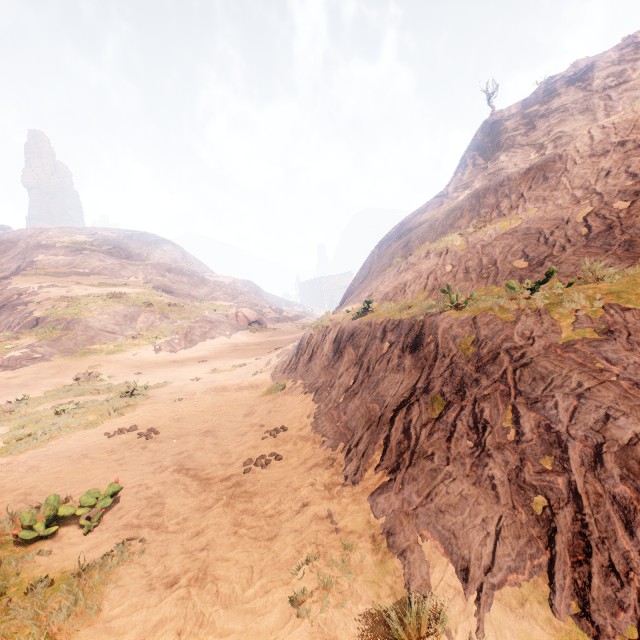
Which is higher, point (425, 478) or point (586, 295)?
point (586, 295)

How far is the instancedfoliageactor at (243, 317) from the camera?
40.47m

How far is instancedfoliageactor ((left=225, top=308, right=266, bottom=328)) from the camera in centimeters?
4047cm

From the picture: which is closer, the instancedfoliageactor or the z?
the z

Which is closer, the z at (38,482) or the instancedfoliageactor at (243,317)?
the z at (38,482)
